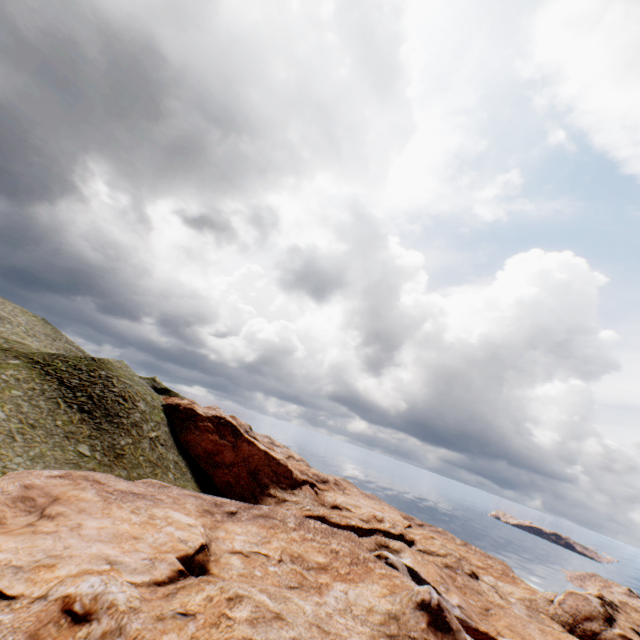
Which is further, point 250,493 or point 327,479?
point 327,479
